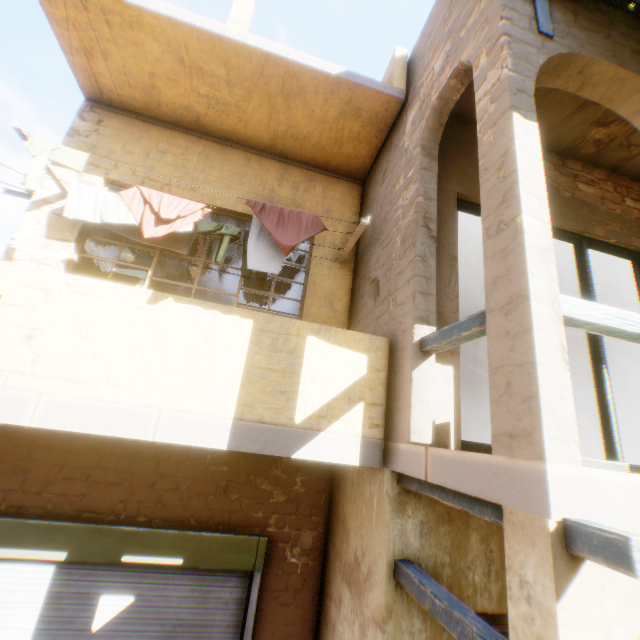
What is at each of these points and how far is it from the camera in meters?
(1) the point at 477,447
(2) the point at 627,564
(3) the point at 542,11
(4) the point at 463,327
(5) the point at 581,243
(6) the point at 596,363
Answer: (1) window, 3.3 m
(2) wooden beam, 1.2 m
(3) awning frame, 2.8 m
(4) wooden beam, 2.4 m
(5) window, 4.7 m
(6) window, 4.2 m

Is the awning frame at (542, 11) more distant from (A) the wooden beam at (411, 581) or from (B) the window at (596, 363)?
(A) the wooden beam at (411, 581)

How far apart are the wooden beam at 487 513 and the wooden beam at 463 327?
1.0m

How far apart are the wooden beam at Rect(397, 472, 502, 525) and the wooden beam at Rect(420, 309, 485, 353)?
1.0 meters

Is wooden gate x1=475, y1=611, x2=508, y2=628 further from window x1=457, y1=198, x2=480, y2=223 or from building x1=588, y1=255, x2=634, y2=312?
window x1=457, y1=198, x2=480, y2=223

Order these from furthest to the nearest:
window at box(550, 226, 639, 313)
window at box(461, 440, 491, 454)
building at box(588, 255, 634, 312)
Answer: building at box(588, 255, 634, 312) → window at box(550, 226, 639, 313) → window at box(461, 440, 491, 454)

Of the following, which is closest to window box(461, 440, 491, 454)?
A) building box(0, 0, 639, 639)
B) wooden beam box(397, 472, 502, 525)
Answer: building box(0, 0, 639, 639)

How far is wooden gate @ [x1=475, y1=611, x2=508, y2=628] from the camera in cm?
284
